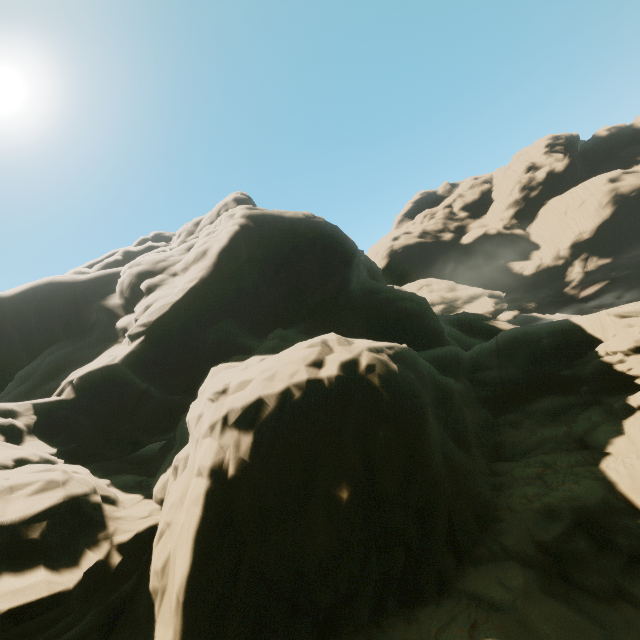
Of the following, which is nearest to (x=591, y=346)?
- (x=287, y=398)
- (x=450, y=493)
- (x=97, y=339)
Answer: (x=450, y=493)
